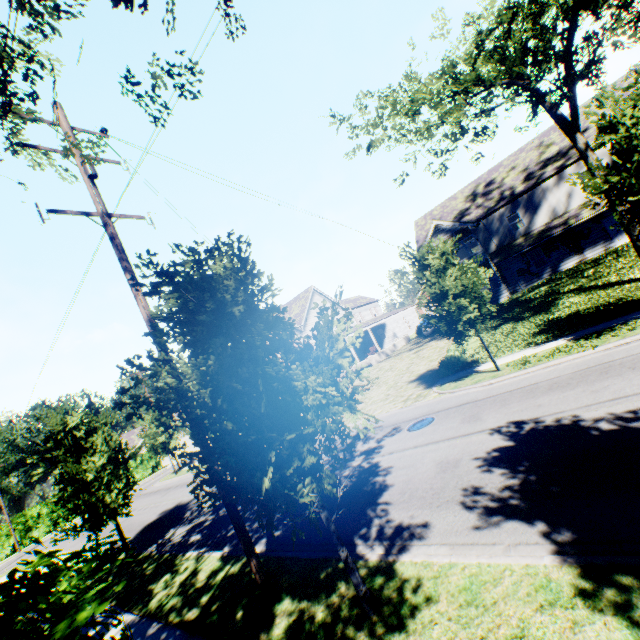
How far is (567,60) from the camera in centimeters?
1383cm

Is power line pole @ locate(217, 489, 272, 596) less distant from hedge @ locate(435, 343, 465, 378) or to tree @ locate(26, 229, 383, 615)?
tree @ locate(26, 229, 383, 615)

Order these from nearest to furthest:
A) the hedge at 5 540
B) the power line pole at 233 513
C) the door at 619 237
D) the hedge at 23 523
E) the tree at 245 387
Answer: the tree at 245 387, the power line pole at 233 513, the door at 619 237, the hedge at 5 540, the hedge at 23 523

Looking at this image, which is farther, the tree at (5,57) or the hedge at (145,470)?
the hedge at (145,470)

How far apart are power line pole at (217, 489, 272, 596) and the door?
29.20m

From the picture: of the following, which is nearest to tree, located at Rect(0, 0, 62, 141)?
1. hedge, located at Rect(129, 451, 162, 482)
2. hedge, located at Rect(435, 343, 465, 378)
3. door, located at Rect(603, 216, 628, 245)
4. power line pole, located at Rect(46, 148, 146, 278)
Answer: power line pole, located at Rect(46, 148, 146, 278)

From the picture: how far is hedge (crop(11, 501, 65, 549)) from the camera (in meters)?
34.25
